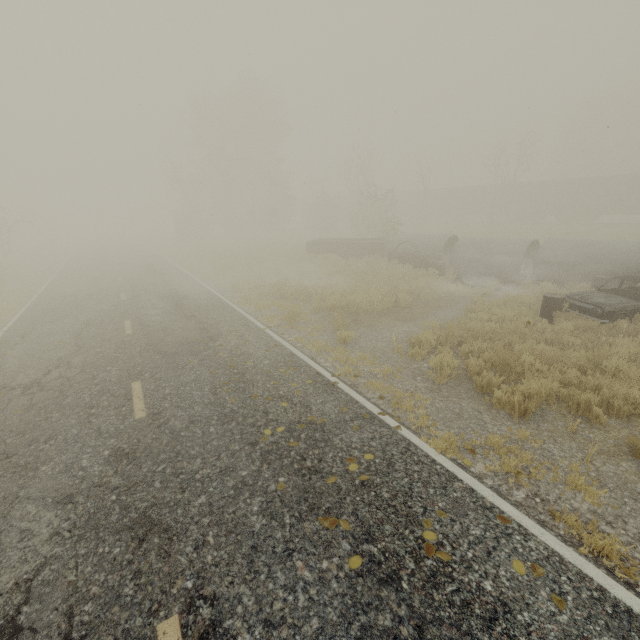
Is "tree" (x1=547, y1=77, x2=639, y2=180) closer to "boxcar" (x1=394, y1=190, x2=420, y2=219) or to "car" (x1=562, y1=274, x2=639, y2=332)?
"boxcar" (x1=394, y1=190, x2=420, y2=219)

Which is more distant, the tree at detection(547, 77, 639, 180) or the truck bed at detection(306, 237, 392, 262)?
the tree at detection(547, 77, 639, 180)

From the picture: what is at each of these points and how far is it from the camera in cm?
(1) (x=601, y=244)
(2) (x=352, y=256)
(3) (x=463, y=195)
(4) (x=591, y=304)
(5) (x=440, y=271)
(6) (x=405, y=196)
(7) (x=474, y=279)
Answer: (1) concrete pipe, 1297
(2) truck bed, 2294
(3) boxcar, 4394
(4) car, 941
(5) oil drum, 1667
(6) boxcar, 5103
(7) rubber tire, 1508

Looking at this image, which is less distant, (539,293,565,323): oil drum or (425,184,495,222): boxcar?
(539,293,565,323): oil drum

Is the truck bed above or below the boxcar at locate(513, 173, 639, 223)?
below

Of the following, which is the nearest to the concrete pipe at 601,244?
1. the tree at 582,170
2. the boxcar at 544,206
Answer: the boxcar at 544,206

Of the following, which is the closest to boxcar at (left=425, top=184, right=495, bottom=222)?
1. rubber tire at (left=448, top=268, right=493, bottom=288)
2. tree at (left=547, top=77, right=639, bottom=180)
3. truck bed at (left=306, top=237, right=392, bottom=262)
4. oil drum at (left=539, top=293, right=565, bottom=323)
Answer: tree at (left=547, top=77, right=639, bottom=180)

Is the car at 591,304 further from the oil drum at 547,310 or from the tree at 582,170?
the tree at 582,170
